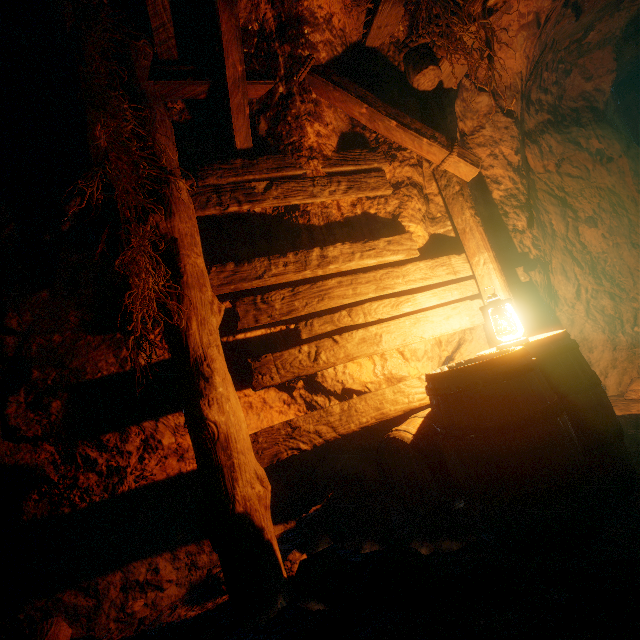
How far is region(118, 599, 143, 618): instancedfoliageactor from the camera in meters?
2.2 m

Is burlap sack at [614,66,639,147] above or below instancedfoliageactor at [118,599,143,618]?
above

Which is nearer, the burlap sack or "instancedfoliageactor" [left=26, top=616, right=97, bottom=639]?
"instancedfoliageactor" [left=26, top=616, right=97, bottom=639]

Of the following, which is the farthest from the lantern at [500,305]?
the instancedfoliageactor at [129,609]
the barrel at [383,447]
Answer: the instancedfoliageactor at [129,609]

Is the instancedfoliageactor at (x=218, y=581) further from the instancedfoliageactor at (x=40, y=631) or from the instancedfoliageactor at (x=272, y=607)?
the instancedfoliageactor at (x=40, y=631)

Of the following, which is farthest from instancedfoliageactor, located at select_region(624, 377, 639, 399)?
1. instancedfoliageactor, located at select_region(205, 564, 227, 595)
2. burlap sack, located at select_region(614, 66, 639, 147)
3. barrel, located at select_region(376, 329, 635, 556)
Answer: instancedfoliageactor, located at select_region(205, 564, 227, 595)

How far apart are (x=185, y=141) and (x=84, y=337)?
2.0 meters

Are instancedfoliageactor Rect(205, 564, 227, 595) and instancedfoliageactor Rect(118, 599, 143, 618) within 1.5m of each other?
yes
